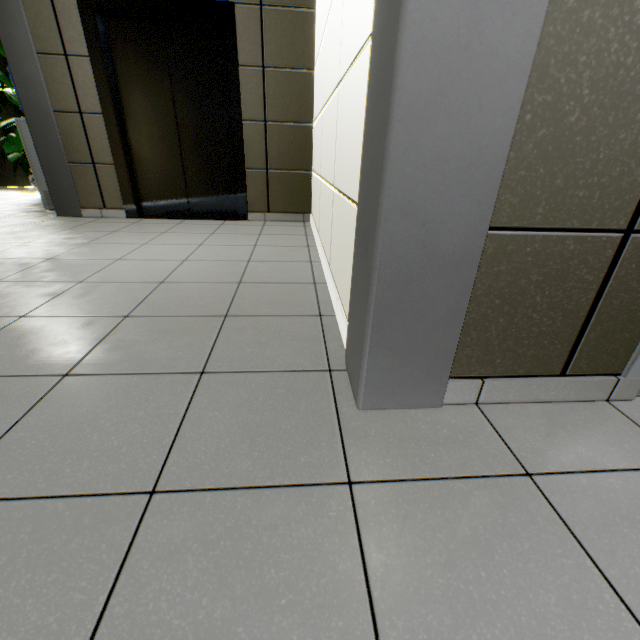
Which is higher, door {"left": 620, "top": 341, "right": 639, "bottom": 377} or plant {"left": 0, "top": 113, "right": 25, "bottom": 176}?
plant {"left": 0, "top": 113, "right": 25, "bottom": 176}

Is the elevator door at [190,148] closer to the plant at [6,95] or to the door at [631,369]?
the plant at [6,95]

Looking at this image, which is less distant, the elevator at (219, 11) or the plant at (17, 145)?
the elevator at (219, 11)

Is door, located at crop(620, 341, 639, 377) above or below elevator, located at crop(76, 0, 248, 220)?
below

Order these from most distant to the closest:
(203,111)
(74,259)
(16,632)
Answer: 1. (203,111)
2. (74,259)
3. (16,632)

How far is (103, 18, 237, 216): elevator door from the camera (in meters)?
3.38

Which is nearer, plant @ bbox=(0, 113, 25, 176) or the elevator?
the elevator

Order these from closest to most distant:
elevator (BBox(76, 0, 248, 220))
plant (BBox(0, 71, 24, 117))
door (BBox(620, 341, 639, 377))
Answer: door (BBox(620, 341, 639, 377)) → elevator (BBox(76, 0, 248, 220)) → plant (BBox(0, 71, 24, 117))
